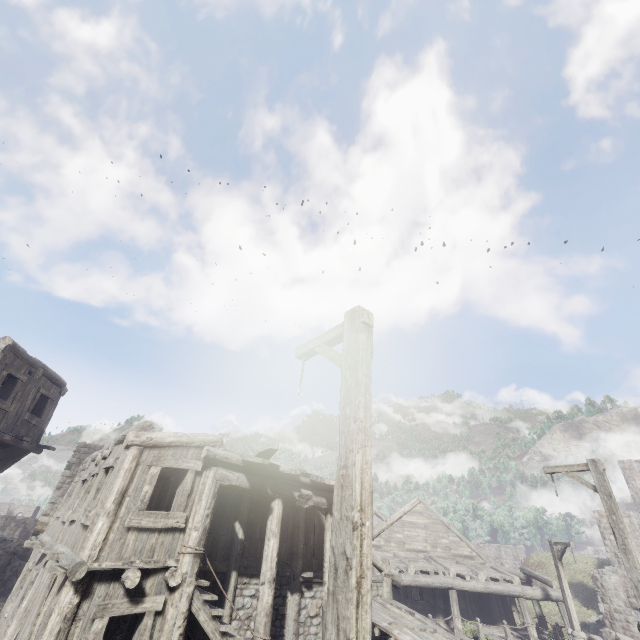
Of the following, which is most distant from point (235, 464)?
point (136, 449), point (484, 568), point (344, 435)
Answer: point (484, 568)

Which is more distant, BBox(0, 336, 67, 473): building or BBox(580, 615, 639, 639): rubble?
BBox(580, 615, 639, 639): rubble

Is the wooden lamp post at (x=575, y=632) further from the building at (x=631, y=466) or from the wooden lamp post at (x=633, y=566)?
the wooden lamp post at (x=633, y=566)

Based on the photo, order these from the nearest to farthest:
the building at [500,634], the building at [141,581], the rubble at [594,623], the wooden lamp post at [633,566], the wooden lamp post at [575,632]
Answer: the building at [141,581], the wooden lamp post at [633,566], the building at [500,634], the wooden lamp post at [575,632], the rubble at [594,623]

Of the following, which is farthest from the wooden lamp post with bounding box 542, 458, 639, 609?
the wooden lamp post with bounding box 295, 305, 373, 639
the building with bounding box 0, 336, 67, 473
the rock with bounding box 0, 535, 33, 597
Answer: the rock with bounding box 0, 535, 33, 597

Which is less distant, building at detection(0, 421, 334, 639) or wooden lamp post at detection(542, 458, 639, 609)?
building at detection(0, 421, 334, 639)

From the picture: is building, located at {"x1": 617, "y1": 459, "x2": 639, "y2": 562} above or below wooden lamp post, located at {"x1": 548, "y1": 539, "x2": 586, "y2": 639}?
above

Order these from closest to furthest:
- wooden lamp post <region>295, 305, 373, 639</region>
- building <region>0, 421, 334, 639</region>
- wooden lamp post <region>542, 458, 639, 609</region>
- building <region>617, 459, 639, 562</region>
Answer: wooden lamp post <region>295, 305, 373, 639</region>, building <region>0, 421, 334, 639</region>, wooden lamp post <region>542, 458, 639, 609</region>, building <region>617, 459, 639, 562</region>
